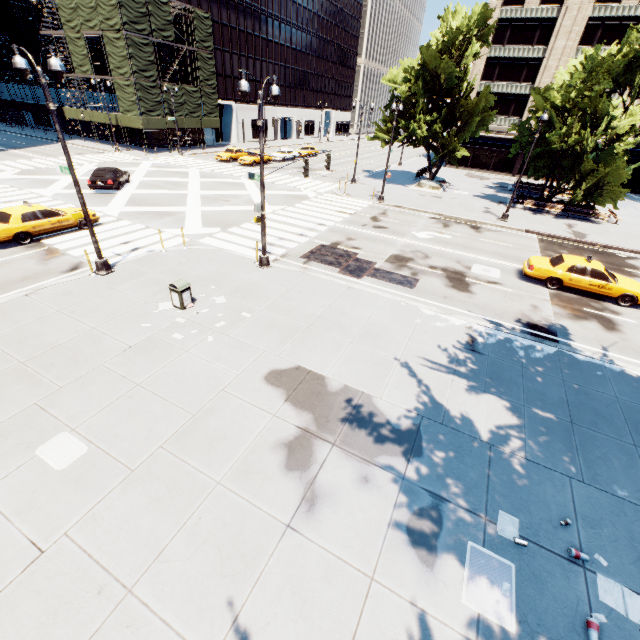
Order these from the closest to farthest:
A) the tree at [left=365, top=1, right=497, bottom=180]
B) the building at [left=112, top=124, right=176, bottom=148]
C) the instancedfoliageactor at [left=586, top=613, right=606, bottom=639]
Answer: the instancedfoliageactor at [left=586, top=613, right=606, bottom=639] < the tree at [left=365, top=1, right=497, bottom=180] < the building at [left=112, top=124, right=176, bottom=148]

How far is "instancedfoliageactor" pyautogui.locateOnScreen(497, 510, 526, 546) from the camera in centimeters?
600cm

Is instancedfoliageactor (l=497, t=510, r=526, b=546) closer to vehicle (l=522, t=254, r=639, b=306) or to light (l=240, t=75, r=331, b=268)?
light (l=240, t=75, r=331, b=268)

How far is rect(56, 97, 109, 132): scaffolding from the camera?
40.9 meters

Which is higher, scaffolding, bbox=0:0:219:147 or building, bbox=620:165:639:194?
scaffolding, bbox=0:0:219:147

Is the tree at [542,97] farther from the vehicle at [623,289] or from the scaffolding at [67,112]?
the scaffolding at [67,112]

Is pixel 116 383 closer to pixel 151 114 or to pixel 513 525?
pixel 513 525

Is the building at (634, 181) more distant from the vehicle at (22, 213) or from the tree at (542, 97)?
the vehicle at (22, 213)
